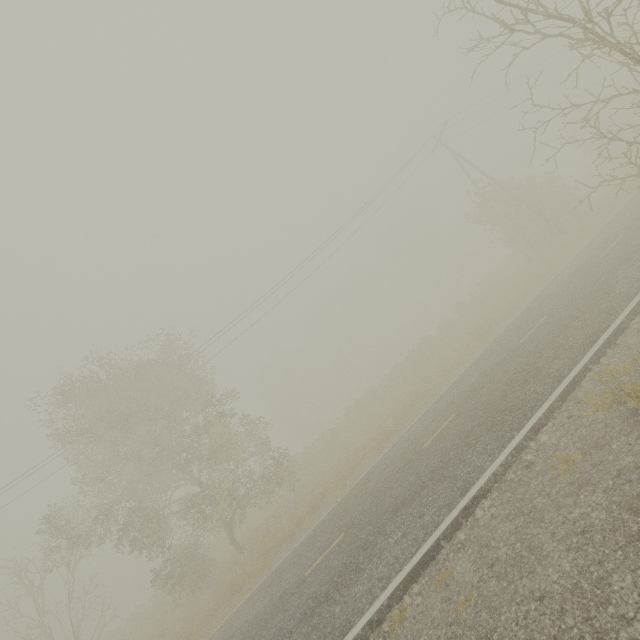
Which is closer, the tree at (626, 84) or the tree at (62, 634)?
the tree at (626, 84)

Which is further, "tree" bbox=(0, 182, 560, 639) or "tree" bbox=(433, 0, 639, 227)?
"tree" bbox=(0, 182, 560, 639)

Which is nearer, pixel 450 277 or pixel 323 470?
pixel 323 470
